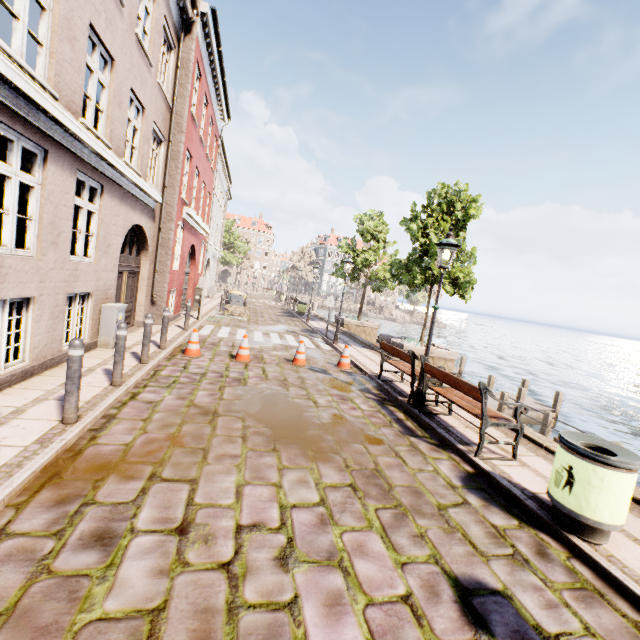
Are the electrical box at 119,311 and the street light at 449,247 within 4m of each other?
no

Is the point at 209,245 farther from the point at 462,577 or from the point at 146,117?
the point at 462,577

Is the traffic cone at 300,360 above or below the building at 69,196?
below

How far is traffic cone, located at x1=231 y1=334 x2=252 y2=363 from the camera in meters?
8.9

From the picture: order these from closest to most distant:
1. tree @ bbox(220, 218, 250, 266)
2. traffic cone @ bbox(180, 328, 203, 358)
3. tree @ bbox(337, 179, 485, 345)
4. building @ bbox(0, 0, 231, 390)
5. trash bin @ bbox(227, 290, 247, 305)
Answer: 1. building @ bbox(0, 0, 231, 390)
2. traffic cone @ bbox(180, 328, 203, 358)
3. tree @ bbox(337, 179, 485, 345)
4. trash bin @ bbox(227, 290, 247, 305)
5. tree @ bbox(220, 218, 250, 266)

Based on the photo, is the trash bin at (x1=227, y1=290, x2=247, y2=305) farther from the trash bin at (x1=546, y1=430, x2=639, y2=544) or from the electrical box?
the trash bin at (x1=546, y1=430, x2=639, y2=544)

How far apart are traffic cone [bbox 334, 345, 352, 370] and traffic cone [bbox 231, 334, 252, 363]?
2.55m

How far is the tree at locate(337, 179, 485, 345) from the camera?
11.8m
